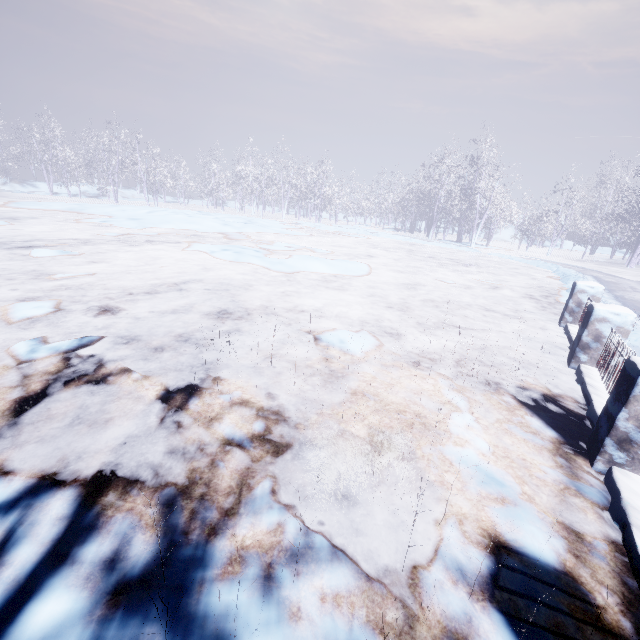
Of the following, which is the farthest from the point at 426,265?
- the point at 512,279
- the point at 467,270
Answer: the point at 512,279
